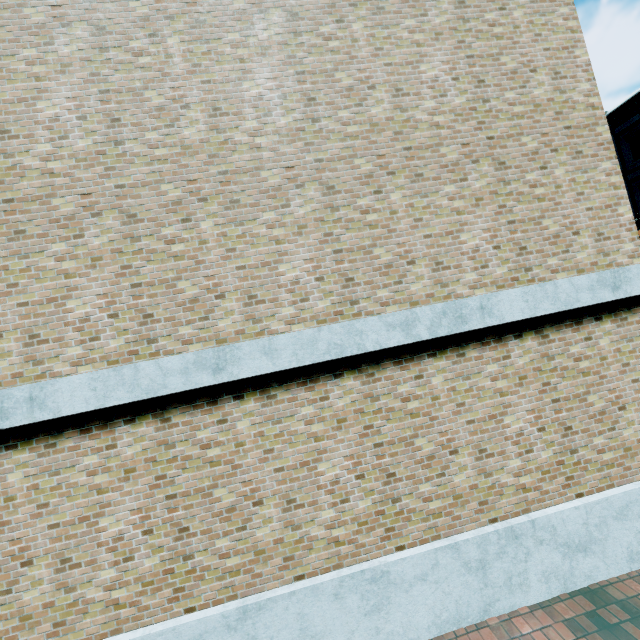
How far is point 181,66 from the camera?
3.8 meters
